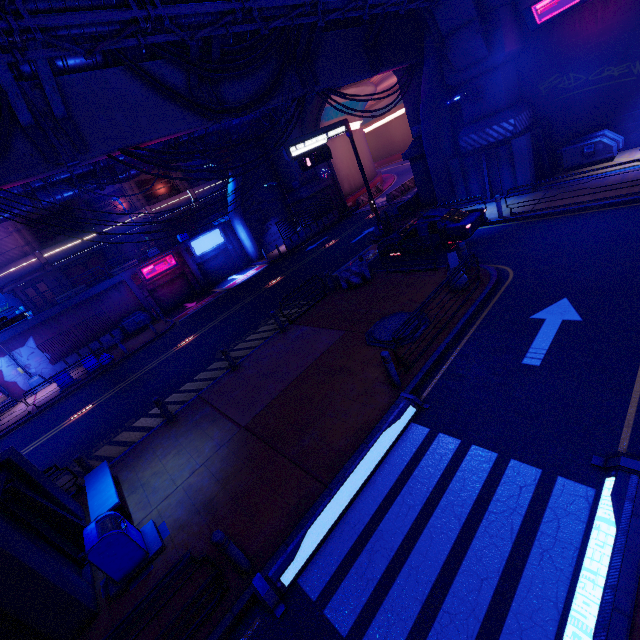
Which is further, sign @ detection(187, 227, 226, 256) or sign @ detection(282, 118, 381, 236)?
sign @ detection(187, 227, 226, 256)

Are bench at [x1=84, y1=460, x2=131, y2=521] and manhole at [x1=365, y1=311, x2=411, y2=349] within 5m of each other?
no

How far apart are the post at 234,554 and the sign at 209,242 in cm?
2854

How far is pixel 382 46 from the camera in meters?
16.6

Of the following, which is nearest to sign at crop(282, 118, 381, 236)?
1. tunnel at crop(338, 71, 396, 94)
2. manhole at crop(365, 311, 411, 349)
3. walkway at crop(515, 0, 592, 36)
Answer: tunnel at crop(338, 71, 396, 94)

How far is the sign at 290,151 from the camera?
16.83m

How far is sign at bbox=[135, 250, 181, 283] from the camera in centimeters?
2770cm

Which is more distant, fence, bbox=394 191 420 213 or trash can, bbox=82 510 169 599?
fence, bbox=394 191 420 213
